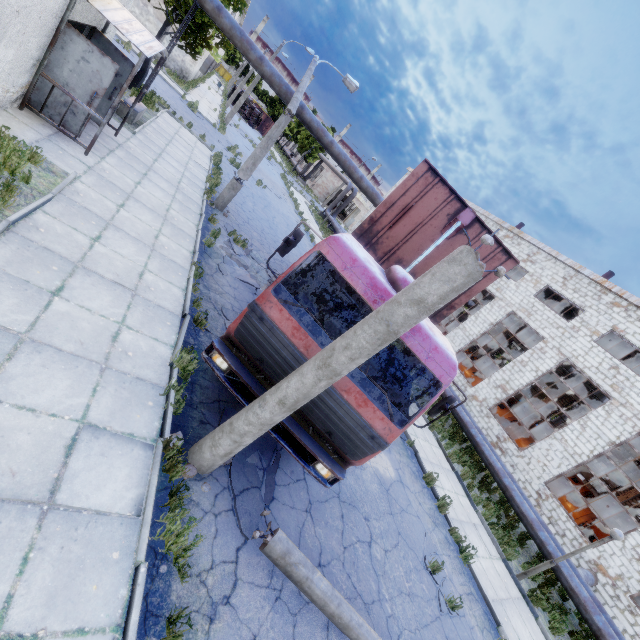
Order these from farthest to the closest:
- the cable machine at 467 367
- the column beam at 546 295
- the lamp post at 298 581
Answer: the column beam at 546 295 → the cable machine at 467 367 → the lamp post at 298 581

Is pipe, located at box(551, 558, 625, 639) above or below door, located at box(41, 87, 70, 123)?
above

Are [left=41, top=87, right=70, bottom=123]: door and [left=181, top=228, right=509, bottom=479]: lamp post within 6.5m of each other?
no

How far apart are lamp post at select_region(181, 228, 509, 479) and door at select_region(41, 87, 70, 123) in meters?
8.9 m

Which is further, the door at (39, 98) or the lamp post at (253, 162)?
the lamp post at (253, 162)

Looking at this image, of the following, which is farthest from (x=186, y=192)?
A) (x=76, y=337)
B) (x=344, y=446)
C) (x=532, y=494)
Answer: (x=532, y=494)

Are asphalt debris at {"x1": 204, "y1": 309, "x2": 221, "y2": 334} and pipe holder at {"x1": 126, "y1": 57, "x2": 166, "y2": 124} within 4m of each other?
no

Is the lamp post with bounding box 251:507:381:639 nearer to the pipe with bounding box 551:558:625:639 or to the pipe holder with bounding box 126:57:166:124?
the pipe with bounding box 551:558:625:639
